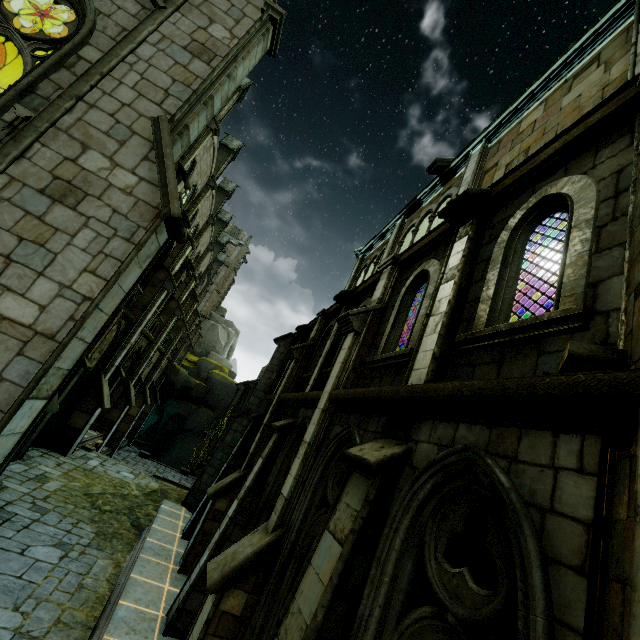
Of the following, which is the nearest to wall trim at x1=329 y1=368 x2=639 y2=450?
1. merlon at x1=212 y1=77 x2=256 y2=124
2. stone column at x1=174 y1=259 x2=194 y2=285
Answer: stone column at x1=174 y1=259 x2=194 y2=285

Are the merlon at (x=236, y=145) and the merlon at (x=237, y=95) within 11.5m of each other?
yes

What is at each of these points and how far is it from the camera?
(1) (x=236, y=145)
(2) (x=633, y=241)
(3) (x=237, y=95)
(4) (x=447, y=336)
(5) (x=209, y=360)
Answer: (1) merlon, 27.61m
(2) stone column, 2.68m
(3) merlon, 22.34m
(4) stone column, 4.25m
(5) rock, 41.78m

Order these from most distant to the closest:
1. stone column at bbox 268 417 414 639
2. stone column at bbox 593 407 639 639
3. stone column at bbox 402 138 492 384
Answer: stone column at bbox 402 138 492 384 < stone column at bbox 268 417 414 639 < stone column at bbox 593 407 639 639

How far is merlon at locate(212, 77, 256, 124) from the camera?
20.99m

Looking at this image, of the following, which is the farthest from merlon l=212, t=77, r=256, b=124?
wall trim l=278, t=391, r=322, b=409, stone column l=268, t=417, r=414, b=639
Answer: stone column l=268, t=417, r=414, b=639

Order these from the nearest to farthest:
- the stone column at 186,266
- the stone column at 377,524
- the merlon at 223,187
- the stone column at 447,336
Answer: the stone column at 377,524
the stone column at 447,336
the stone column at 186,266
the merlon at 223,187

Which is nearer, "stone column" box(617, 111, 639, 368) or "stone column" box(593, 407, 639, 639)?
"stone column" box(593, 407, 639, 639)
